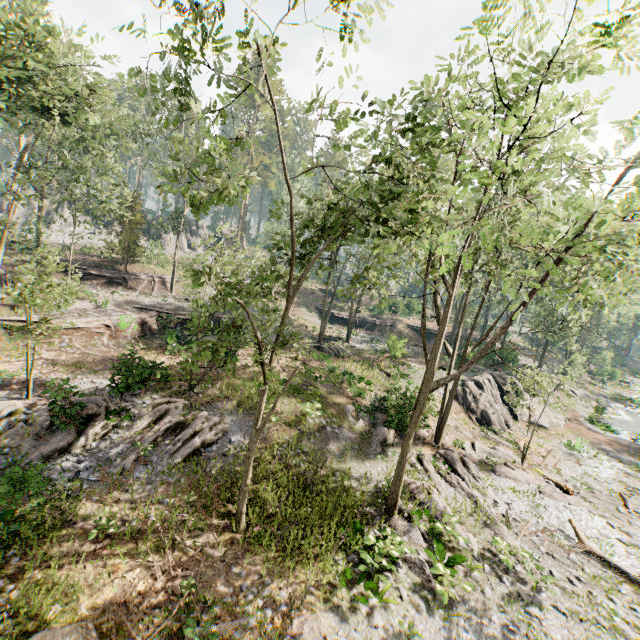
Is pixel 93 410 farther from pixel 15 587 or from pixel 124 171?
pixel 124 171

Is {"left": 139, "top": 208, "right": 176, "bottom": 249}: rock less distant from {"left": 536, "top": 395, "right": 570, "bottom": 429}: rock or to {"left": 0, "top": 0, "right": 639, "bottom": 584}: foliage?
{"left": 0, "top": 0, "right": 639, "bottom": 584}: foliage

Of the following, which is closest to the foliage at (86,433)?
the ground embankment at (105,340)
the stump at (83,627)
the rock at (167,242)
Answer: the rock at (167,242)

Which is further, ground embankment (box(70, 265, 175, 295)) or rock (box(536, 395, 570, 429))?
ground embankment (box(70, 265, 175, 295))

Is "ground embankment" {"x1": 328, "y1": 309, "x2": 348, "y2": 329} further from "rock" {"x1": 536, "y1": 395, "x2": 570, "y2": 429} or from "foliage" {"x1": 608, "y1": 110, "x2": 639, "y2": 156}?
"rock" {"x1": 536, "y1": 395, "x2": 570, "y2": 429}

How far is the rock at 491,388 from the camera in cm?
2547

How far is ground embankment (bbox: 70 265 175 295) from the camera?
31.4m
